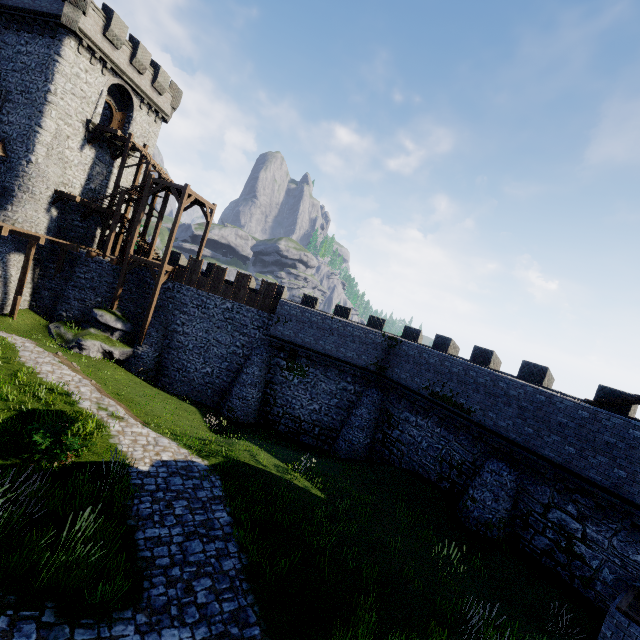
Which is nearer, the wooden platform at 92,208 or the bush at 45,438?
the bush at 45,438

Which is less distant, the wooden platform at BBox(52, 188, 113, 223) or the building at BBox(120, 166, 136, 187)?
the wooden platform at BBox(52, 188, 113, 223)

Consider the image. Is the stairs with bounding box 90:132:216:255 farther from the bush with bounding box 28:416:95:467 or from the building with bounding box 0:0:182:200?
→ the bush with bounding box 28:416:95:467

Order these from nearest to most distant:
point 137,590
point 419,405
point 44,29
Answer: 1. point 137,590
2. point 419,405
3. point 44,29

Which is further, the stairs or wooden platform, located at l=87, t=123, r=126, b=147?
wooden platform, located at l=87, t=123, r=126, b=147

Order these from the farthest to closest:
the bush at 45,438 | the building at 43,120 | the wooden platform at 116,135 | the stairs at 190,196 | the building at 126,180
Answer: the building at 126,180, the wooden platform at 116,135, the stairs at 190,196, the building at 43,120, the bush at 45,438

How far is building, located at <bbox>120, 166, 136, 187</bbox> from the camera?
29.1 meters

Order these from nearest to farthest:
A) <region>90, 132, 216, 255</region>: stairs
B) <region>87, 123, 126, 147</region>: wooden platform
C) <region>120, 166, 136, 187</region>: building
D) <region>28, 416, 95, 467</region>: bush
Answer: <region>28, 416, 95, 467</region>: bush → <region>90, 132, 216, 255</region>: stairs → <region>87, 123, 126, 147</region>: wooden platform → <region>120, 166, 136, 187</region>: building
